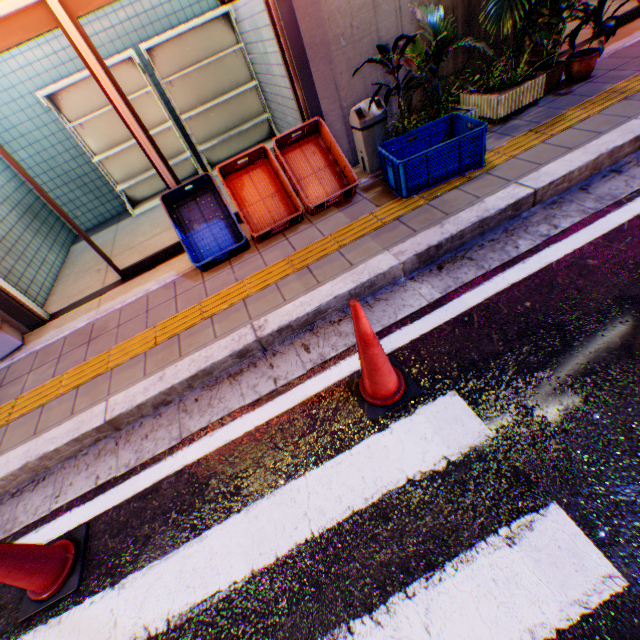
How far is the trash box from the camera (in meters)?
3.62

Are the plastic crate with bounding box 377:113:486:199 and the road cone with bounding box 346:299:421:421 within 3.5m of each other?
yes

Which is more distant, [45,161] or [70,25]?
[45,161]

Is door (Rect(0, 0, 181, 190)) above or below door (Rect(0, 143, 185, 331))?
above

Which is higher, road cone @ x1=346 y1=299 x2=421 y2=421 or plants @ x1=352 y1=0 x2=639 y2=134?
plants @ x1=352 y1=0 x2=639 y2=134

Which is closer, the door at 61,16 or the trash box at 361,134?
the door at 61,16

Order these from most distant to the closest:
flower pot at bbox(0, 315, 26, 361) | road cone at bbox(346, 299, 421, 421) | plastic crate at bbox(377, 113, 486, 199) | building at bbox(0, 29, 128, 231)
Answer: building at bbox(0, 29, 128, 231) < flower pot at bbox(0, 315, 26, 361) < plastic crate at bbox(377, 113, 486, 199) < road cone at bbox(346, 299, 421, 421)

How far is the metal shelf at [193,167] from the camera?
5.03m
